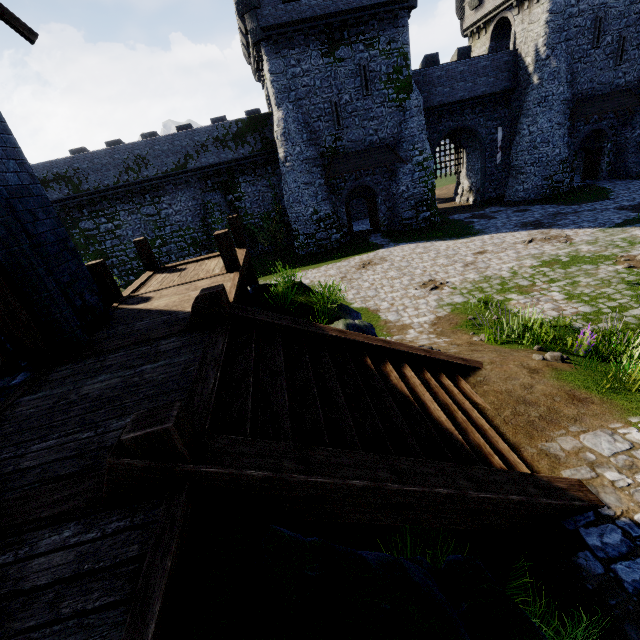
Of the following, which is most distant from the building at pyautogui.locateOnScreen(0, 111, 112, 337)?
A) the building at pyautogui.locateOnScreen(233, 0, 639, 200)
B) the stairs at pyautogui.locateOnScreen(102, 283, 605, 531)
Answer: the building at pyautogui.locateOnScreen(233, 0, 639, 200)

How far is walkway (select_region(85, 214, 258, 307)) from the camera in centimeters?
754cm

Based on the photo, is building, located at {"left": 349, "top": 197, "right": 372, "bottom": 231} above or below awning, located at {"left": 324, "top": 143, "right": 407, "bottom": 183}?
below

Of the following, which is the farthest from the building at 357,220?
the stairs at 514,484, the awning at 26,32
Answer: the stairs at 514,484

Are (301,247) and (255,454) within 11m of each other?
no

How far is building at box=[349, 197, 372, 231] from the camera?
30.8m

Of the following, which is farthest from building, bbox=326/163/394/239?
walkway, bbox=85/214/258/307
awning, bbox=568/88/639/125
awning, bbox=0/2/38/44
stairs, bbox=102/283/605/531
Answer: stairs, bbox=102/283/605/531

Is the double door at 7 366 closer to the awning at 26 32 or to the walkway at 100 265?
the awning at 26 32
